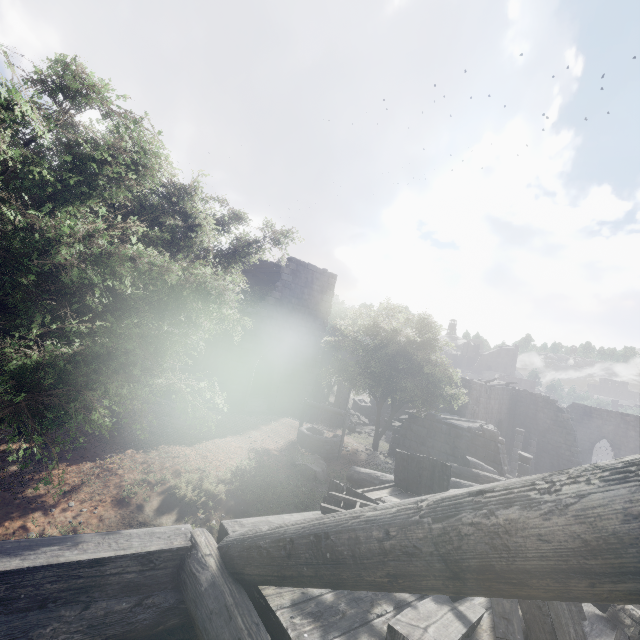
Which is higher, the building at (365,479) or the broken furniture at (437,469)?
the broken furniture at (437,469)

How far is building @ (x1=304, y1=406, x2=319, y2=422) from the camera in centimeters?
2158cm

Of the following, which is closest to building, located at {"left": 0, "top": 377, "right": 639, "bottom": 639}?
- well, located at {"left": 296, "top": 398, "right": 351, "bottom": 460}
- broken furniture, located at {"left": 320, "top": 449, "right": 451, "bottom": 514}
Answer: broken furniture, located at {"left": 320, "top": 449, "right": 451, "bottom": 514}

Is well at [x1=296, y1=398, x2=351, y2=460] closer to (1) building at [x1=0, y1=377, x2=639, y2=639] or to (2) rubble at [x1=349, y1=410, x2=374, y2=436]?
(1) building at [x1=0, y1=377, x2=639, y2=639]

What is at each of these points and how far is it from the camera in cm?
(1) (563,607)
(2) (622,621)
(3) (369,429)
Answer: (1) broken furniture, 276
(2) broken furniture, 346
(3) rubble, 2620

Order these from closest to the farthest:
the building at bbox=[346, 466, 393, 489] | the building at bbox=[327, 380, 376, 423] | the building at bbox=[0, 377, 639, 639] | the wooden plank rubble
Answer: the building at bbox=[0, 377, 639, 639], the building at bbox=[346, 466, 393, 489], the wooden plank rubble, the building at bbox=[327, 380, 376, 423]

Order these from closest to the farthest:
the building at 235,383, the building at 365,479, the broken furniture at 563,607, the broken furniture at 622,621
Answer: the broken furniture at 563,607 < the broken furniture at 622,621 < the building at 365,479 < the building at 235,383
